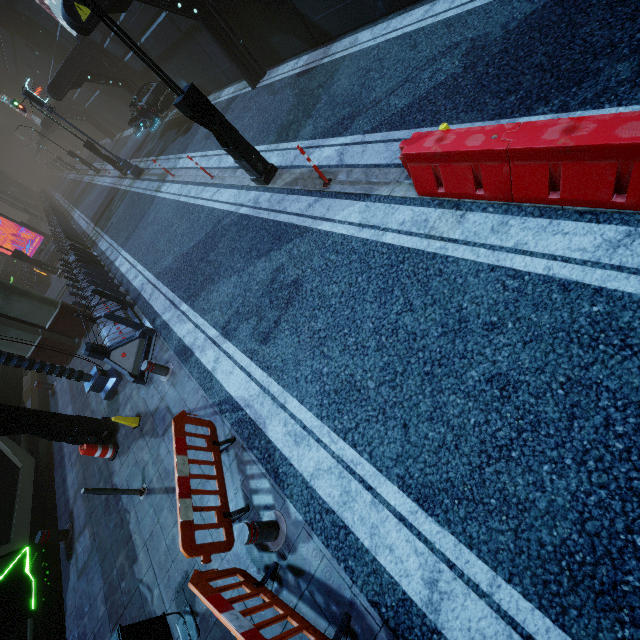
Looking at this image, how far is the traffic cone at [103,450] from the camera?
7.0m

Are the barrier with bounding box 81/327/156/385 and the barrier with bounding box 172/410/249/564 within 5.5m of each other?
yes

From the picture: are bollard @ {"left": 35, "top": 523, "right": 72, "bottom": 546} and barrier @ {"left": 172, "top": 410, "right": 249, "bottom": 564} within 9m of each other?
yes

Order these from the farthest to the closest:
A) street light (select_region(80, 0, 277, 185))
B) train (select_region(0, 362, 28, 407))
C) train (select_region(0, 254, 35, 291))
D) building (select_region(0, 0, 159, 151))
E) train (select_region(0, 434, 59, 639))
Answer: train (select_region(0, 254, 35, 291))
building (select_region(0, 0, 159, 151))
train (select_region(0, 362, 28, 407))
train (select_region(0, 434, 59, 639))
street light (select_region(80, 0, 277, 185))

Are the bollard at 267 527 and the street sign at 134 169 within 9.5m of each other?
no

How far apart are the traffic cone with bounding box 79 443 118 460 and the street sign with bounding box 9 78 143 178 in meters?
15.9

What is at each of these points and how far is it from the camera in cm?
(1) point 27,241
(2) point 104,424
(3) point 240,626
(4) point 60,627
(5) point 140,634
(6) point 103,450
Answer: (1) building, 2777
(2) street light, 776
(3) barrier, 298
(4) train rail, 730
(5) trash bin, 388
(6) traffic cone, 726

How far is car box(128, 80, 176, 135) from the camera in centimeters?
1549cm
